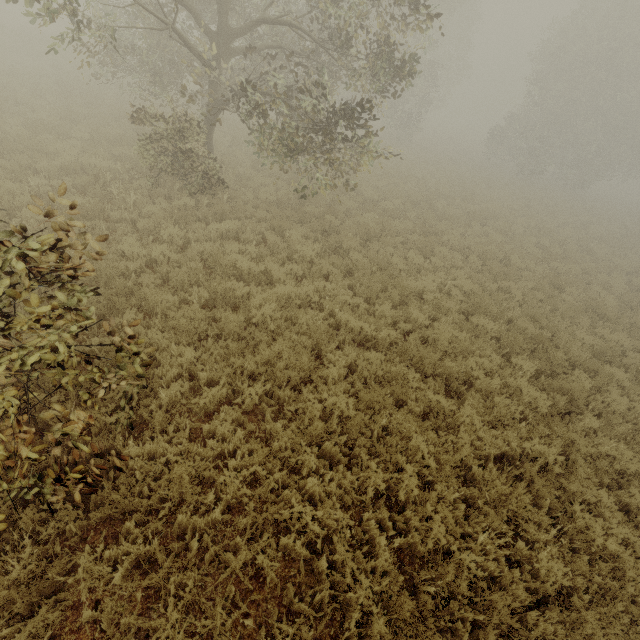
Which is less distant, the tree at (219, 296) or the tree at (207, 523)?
the tree at (207, 523)

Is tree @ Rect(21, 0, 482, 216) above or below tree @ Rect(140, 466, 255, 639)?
above

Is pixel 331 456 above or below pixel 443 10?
below

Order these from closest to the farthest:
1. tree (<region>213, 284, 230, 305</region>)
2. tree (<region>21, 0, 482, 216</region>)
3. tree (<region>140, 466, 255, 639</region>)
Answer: tree (<region>140, 466, 255, 639</region>), tree (<region>213, 284, 230, 305</region>), tree (<region>21, 0, 482, 216</region>)

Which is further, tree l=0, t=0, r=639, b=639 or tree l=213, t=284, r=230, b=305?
tree l=213, t=284, r=230, b=305

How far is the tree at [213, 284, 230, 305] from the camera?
6.76m

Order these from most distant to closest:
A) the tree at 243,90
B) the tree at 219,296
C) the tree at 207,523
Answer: the tree at 243,90 → the tree at 219,296 → the tree at 207,523
